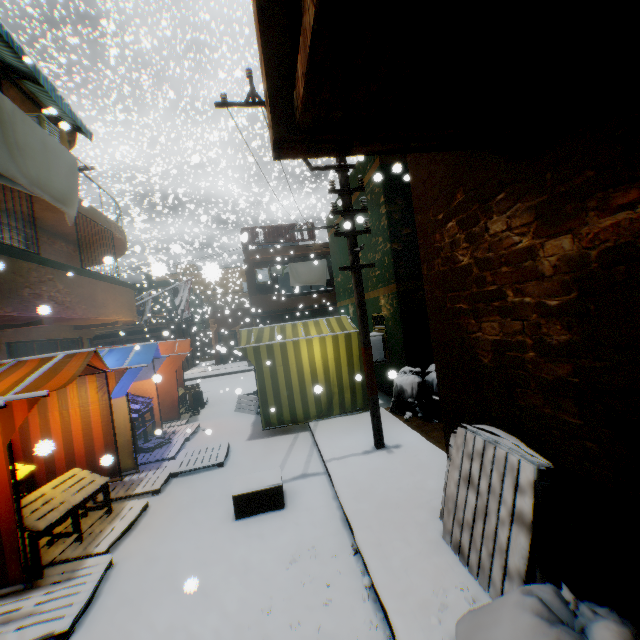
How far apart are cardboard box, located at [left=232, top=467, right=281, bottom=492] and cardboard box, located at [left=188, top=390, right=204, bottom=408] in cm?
361

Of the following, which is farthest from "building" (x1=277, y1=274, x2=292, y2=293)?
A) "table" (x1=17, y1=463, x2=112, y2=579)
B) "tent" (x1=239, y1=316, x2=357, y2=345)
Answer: "table" (x1=17, y1=463, x2=112, y2=579)

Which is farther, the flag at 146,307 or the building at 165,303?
the building at 165,303

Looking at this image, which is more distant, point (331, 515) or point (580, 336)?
point (331, 515)

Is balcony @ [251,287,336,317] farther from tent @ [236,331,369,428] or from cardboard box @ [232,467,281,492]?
cardboard box @ [232,467,281,492]

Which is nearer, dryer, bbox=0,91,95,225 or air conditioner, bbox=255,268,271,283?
dryer, bbox=0,91,95,225

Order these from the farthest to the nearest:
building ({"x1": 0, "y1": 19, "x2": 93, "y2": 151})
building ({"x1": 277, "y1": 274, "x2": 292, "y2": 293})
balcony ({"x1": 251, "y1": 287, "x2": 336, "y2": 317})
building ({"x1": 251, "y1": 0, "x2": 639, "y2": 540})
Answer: building ({"x1": 277, "y1": 274, "x2": 292, "y2": 293})
balcony ({"x1": 251, "y1": 287, "x2": 336, "y2": 317})
building ({"x1": 0, "y1": 19, "x2": 93, "y2": 151})
building ({"x1": 251, "y1": 0, "x2": 639, "y2": 540})

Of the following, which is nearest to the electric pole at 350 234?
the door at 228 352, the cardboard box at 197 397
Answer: the door at 228 352
